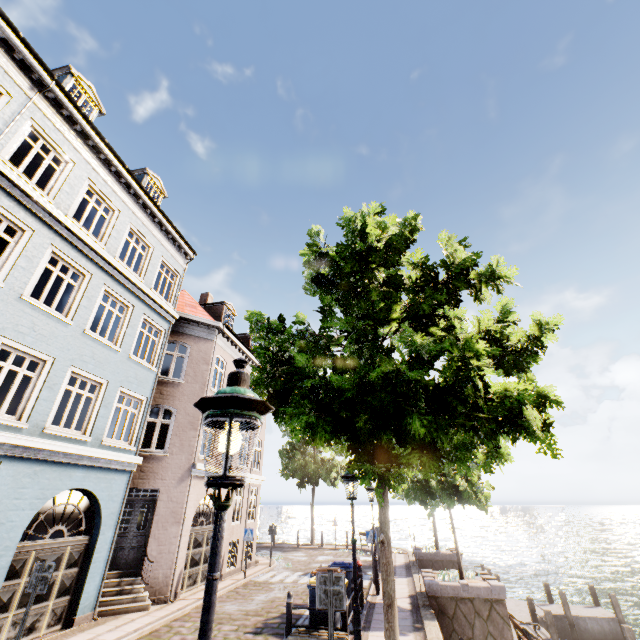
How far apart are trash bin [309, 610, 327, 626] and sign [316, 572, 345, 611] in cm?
359

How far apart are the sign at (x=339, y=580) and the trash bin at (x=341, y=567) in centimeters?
491cm

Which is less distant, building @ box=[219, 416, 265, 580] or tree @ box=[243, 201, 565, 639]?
tree @ box=[243, 201, 565, 639]

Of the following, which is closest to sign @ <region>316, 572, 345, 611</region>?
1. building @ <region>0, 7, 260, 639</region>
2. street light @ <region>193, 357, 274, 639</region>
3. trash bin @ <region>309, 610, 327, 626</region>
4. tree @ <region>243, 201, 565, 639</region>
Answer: tree @ <region>243, 201, 565, 639</region>

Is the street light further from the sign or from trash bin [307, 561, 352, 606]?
trash bin [307, 561, 352, 606]

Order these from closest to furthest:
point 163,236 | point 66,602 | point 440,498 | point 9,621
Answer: point 9,621 → point 66,602 → point 440,498 → point 163,236

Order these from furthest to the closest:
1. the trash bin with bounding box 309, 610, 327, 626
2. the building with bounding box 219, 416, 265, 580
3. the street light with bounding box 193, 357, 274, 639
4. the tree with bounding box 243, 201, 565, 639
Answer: the building with bounding box 219, 416, 265, 580 → the trash bin with bounding box 309, 610, 327, 626 → the tree with bounding box 243, 201, 565, 639 → the street light with bounding box 193, 357, 274, 639

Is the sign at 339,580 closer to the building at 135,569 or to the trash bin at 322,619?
the trash bin at 322,619
